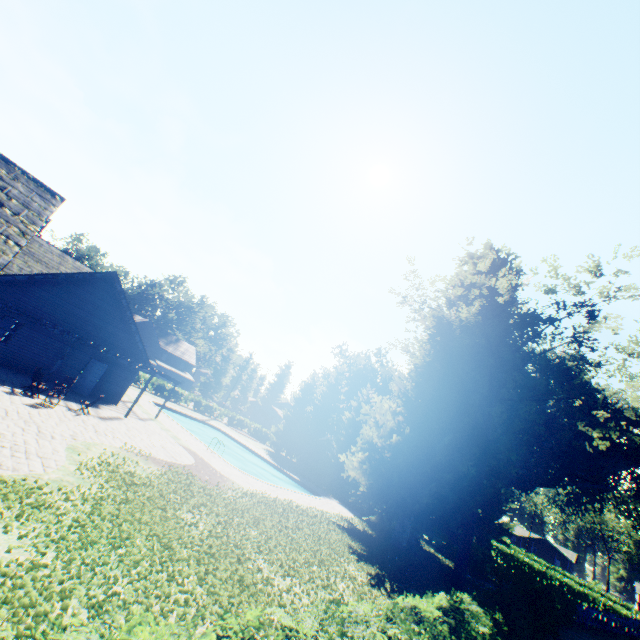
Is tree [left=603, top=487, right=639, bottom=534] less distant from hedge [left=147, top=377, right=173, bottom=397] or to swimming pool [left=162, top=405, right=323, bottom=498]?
hedge [left=147, top=377, right=173, bottom=397]

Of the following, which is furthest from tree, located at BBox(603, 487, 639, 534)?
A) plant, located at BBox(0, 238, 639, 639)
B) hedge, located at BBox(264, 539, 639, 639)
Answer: hedge, located at BBox(264, 539, 639, 639)

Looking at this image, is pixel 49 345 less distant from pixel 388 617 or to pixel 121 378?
pixel 121 378

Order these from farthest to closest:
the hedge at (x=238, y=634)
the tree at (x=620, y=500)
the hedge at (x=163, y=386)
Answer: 1. the tree at (x=620, y=500)
2. the hedge at (x=163, y=386)
3. the hedge at (x=238, y=634)

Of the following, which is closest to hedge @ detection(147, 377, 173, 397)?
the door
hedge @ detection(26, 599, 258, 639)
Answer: the door

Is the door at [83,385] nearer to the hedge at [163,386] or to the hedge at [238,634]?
the hedge at [163,386]

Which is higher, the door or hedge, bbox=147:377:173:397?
hedge, bbox=147:377:173:397

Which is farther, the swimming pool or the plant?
the swimming pool
